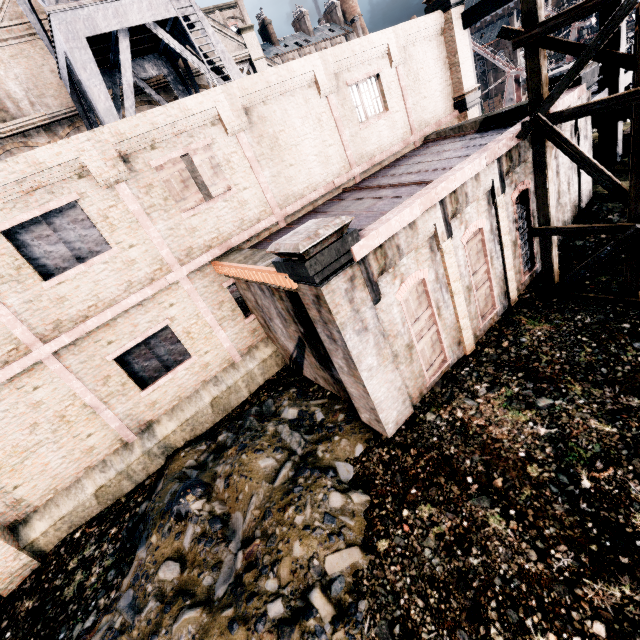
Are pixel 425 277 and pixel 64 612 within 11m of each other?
no

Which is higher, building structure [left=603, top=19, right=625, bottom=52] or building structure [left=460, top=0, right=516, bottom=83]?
building structure [left=460, top=0, right=516, bottom=83]

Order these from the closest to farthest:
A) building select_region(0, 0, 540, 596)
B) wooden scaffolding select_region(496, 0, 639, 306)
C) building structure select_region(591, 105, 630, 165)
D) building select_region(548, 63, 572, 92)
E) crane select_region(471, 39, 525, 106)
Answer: wooden scaffolding select_region(496, 0, 639, 306) → building select_region(0, 0, 540, 596) → building select_region(548, 63, 572, 92) → building structure select_region(591, 105, 630, 165) → crane select_region(471, 39, 525, 106)

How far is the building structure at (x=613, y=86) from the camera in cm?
1334

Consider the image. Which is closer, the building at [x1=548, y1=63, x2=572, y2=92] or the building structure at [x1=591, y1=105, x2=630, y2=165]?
the building at [x1=548, y1=63, x2=572, y2=92]

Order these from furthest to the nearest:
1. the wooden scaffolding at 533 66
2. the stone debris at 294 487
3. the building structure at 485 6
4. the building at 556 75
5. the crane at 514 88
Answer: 1. the crane at 514 88
2. the building structure at 485 6
3. the building at 556 75
4. the wooden scaffolding at 533 66
5. the stone debris at 294 487

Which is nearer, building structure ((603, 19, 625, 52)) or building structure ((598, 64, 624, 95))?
building structure ((603, 19, 625, 52))

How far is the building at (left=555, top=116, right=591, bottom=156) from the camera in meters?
11.6
